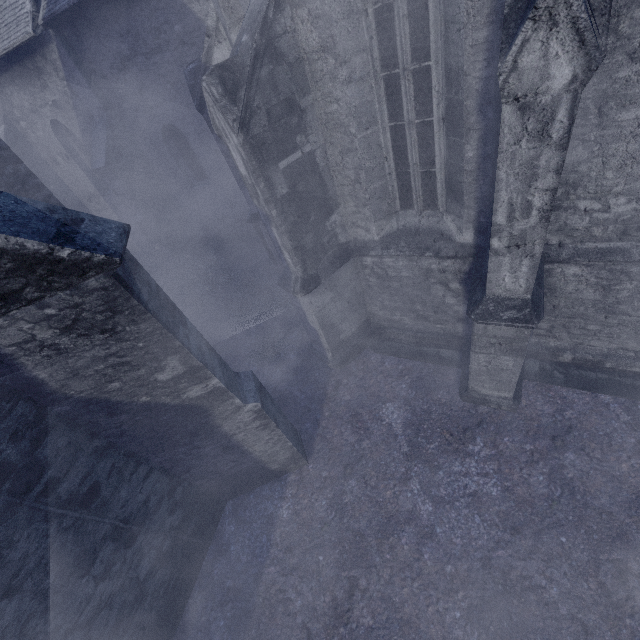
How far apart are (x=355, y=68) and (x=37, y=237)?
3.8m
